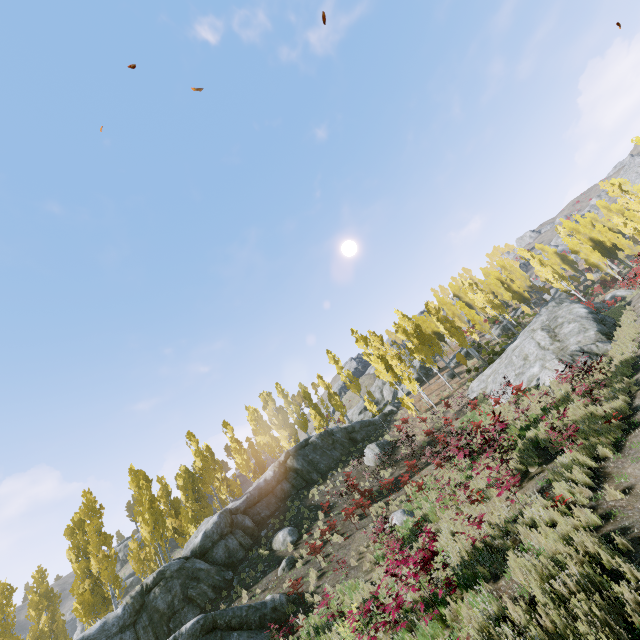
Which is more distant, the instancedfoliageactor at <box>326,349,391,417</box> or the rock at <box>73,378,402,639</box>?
the instancedfoliageactor at <box>326,349,391,417</box>

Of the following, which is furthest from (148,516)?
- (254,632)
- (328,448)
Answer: (254,632)

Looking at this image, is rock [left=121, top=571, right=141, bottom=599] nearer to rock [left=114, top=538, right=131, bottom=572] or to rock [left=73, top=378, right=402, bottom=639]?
rock [left=114, top=538, right=131, bottom=572]

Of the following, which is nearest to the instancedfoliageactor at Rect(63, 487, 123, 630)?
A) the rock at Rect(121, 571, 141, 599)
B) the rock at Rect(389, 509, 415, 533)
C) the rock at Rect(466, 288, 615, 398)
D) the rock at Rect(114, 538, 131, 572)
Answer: the rock at Rect(466, 288, 615, 398)

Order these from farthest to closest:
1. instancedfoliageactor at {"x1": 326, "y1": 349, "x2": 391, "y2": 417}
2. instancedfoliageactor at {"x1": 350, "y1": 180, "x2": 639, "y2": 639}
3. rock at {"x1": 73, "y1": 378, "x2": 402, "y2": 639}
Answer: A:
instancedfoliageactor at {"x1": 326, "y1": 349, "x2": 391, "y2": 417}
rock at {"x1": 73, "y1": 378, "x2": 402, "y2": 639}
instancedfoliageactor at {"x1": 350, "y1": 180, "x2": 639, "y2": 639}

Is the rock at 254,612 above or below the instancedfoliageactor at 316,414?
below

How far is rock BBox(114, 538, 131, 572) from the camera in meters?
56.7

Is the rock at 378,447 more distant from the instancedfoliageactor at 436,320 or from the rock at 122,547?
the rock at 122,547
